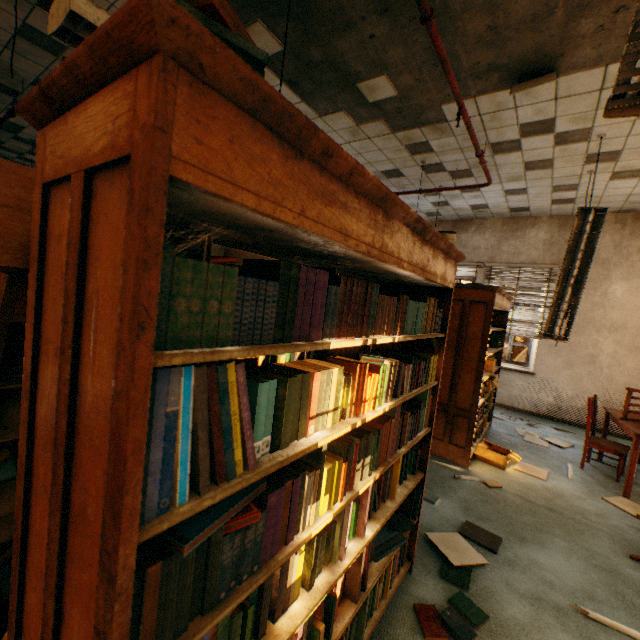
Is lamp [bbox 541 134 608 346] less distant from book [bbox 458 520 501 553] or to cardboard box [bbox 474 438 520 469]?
cardboard box [bbox 474 438 520 469]

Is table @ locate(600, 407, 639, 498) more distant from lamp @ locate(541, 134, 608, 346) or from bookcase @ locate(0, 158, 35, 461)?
bookcase @ locate(0, 158, 35, 461)

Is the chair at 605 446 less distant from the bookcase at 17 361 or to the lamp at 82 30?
the bookcase at 17 361

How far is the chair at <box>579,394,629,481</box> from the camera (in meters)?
4.00

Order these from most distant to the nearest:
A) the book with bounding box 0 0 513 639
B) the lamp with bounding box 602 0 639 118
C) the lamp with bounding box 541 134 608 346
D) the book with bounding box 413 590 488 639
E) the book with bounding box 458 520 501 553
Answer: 1. the lamp with bounding box 541 134 608 346
2. the book with bounding box 458 520 501 553
3. the book with bounding box 413 590 488 639
4. the lamp with bounding box 602 0 639 118
5. the book with bounding box 0 0 513 639

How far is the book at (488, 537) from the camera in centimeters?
257cm

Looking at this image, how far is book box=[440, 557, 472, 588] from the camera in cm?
218

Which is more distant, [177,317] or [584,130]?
[584,130]
